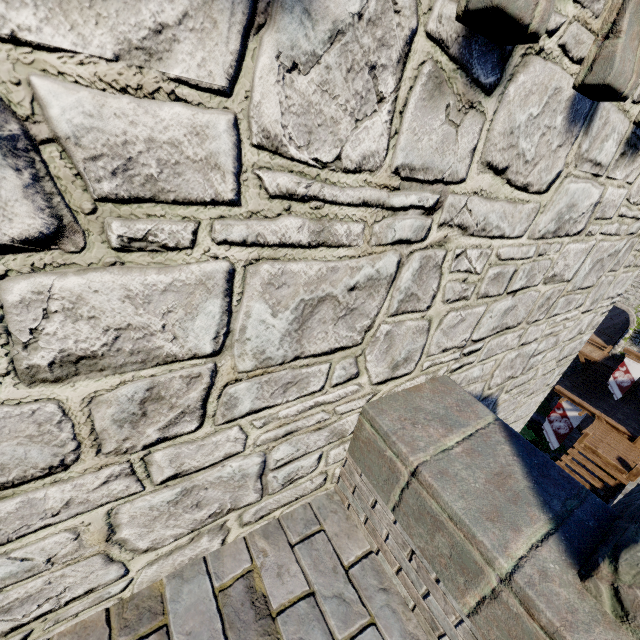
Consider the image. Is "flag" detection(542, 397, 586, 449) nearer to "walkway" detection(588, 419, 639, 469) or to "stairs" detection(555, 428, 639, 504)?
"walkway" detection(588, 419, 639, 469)

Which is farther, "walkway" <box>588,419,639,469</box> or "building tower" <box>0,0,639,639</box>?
"walkway" <box>588,419,639,469</box>

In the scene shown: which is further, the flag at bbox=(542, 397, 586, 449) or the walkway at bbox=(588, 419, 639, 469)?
the flag at bbox=(542, 397, 586, 449)

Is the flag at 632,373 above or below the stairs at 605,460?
below

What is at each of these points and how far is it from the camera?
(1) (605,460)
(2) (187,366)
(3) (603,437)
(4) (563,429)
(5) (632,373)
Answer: (1) stairs, 12.07m
(2) building tower, 1.33m
(3) walkway, 12.98m
(4) flag, 15.44m
(5) flag, 20.02m

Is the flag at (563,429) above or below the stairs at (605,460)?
below

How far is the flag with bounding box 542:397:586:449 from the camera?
14.9 meters

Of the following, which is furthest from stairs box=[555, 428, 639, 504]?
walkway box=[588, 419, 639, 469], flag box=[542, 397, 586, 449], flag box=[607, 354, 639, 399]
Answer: flag box=[607, 354, 639, 399]
